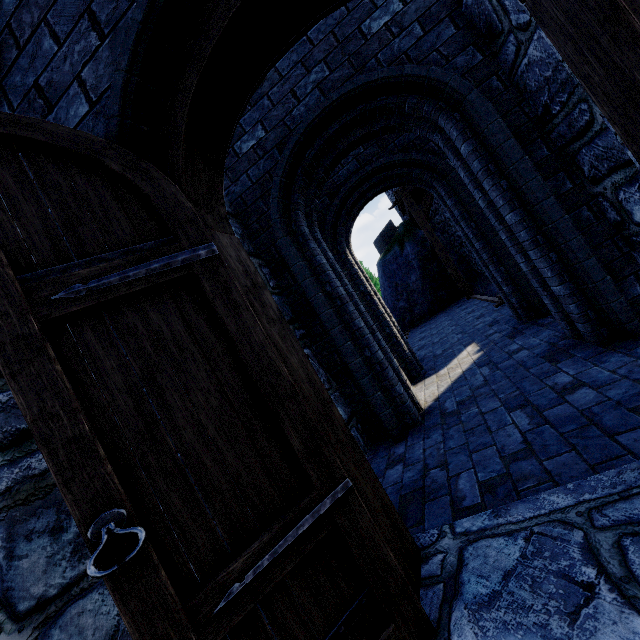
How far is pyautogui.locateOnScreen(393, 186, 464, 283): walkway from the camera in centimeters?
1228cm

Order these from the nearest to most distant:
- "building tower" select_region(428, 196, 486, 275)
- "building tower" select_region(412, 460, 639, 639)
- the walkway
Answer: "building tower" select_region(412, 460, 639, 639)
the walkway
"building tower" select_region(428, 196, 486, 275)

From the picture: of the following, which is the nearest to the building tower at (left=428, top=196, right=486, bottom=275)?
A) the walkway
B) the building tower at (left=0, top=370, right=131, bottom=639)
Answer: the walkway

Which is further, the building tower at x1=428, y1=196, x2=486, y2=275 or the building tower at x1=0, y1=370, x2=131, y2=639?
the building tower at x1=428, y1=196, x2=486, y2=275

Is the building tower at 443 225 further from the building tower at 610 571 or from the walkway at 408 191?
the building tower at 610 571

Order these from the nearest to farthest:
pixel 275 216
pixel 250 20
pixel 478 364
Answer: pixel 250 20, pixel 275 216, pixel 478 364

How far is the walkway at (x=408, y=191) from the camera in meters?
12.3 m
